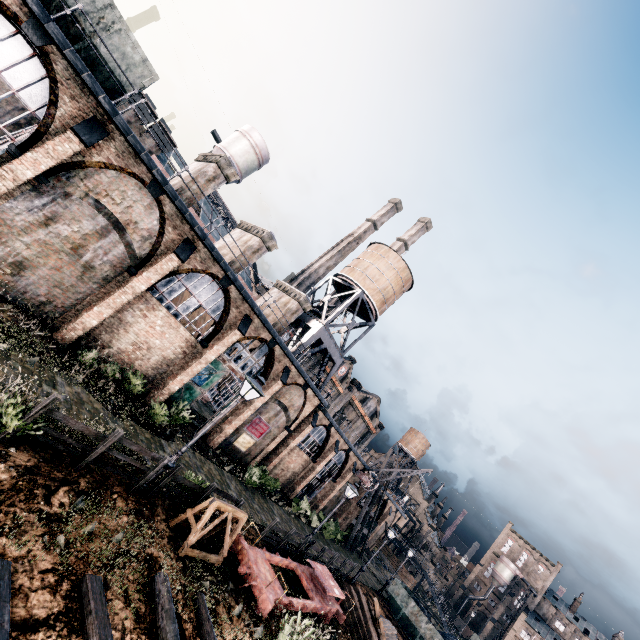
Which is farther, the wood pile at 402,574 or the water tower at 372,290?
the wood pile at 402,574

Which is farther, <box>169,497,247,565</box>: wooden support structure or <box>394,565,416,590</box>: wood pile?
<box>394,565,416,590</box>: wood pile

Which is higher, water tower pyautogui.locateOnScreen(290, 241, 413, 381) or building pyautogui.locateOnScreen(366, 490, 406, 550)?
water tower pyautogui.locateOnScreen(290, 241, 413, 381)

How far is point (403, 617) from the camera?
29.9 meters

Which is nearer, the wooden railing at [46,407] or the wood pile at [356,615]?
the wooden railing at [46,407]

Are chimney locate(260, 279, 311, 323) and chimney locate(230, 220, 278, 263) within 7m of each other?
yes

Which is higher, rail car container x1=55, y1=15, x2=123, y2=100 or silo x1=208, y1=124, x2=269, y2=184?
silo x1=208, y1=124, x2=269, y2=184

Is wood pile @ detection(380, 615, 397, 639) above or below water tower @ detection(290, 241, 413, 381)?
below
